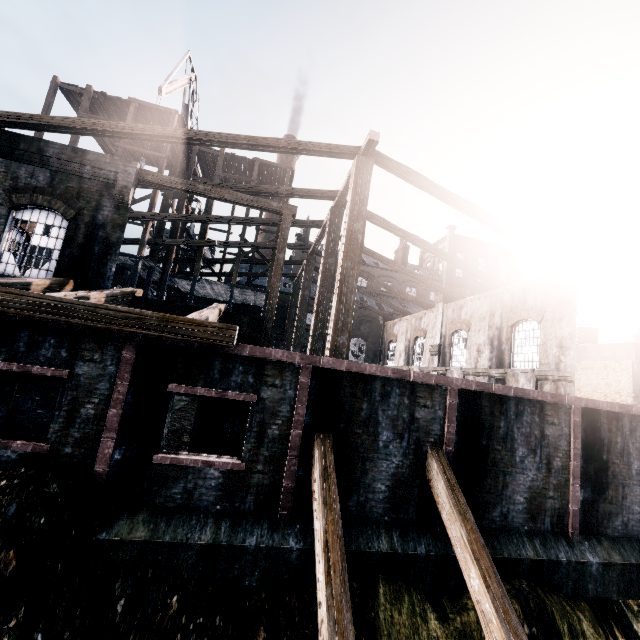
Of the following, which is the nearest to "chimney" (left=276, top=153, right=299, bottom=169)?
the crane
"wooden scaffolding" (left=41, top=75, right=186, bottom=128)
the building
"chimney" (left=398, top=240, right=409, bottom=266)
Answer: the building

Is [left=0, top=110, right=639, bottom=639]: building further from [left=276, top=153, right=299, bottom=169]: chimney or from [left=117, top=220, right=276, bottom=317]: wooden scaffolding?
[left=276, top=153, right=299, bottom=169]: chimney

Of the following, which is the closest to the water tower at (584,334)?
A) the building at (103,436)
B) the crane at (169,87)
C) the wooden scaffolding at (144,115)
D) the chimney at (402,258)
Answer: the building at (103,436)

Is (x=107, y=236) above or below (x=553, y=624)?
above

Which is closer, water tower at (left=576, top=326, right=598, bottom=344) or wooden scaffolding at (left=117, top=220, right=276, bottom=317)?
wooden scaffolding at (left=117, top=220, right=276, bottom=317)

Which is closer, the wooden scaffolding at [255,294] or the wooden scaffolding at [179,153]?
the wooden scaffolding at [255,294]

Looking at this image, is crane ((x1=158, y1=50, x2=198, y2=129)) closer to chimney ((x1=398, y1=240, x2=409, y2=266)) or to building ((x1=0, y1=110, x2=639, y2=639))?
building ((x1=0, y1=110, x2=639, y2=639))

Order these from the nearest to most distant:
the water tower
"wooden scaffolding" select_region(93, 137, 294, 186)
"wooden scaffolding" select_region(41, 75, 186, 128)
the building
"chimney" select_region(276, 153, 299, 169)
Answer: the building → "wooden scaffolding" select_region(41, 75, 186, 128) → "wooden scaffolding" select_region(93, 137, 294, 186) → the water tower → "chimney" select_region(276, 153, 299, 169)
